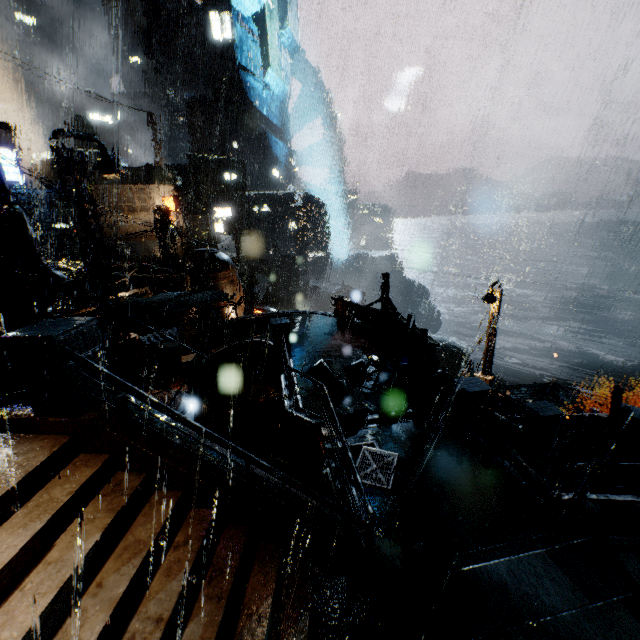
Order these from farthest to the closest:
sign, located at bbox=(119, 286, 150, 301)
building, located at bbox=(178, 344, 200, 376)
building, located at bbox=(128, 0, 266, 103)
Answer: building, located at bbox=(128, 0, 266, 103)
building, located at bbox=(178, 344, 200, 376)
sign, located at bbox=(119, 286, 150, 301)

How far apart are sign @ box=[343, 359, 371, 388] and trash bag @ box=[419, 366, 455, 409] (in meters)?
1.75

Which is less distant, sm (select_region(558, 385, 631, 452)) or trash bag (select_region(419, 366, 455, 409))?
trash bag (select_region(419, 366, 455, 409))

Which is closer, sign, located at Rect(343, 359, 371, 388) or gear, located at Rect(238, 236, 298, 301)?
sign, located at Rect(343, 359, 371, 388)

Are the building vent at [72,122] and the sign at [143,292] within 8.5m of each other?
no

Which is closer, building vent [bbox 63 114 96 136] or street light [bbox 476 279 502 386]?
street light [bbox 476 279 502 386]

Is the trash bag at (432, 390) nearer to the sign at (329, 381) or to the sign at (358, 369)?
the sign at (358, 369)

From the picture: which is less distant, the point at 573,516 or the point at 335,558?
the point at 335,558
